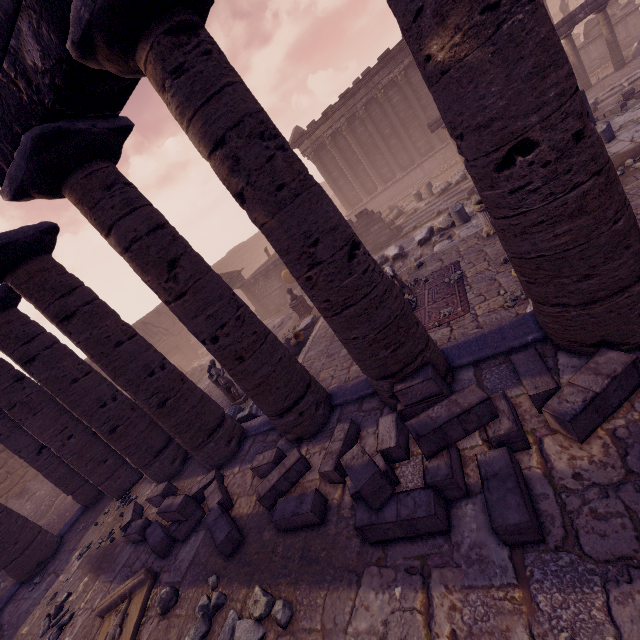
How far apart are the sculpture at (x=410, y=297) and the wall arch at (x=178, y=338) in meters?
19.6

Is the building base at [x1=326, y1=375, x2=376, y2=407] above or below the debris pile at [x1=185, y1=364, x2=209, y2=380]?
above

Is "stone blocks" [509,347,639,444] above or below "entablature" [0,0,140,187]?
below

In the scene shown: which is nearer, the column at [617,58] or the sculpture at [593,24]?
the column at [617,58]

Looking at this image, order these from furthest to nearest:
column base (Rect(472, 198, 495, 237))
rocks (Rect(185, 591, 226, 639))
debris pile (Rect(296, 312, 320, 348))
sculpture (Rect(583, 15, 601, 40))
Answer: sculpture (Rect(583, 15, 601, 40)) < debris pile (Rect(296, 312, 320, 348)) < column base (Rect(472, 198, 495, 237)) < rocks (Rect(185, 591, 226, 639))

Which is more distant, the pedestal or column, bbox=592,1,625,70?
the pedestal

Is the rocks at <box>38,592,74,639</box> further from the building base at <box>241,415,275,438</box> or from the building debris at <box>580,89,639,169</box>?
the building debris at <box>580,89,639,169</box>

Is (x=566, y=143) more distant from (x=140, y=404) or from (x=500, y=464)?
(x=140, y=404)
